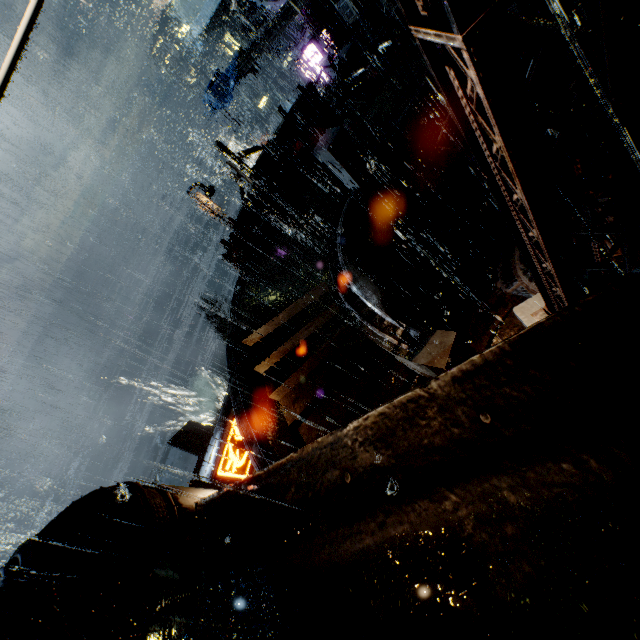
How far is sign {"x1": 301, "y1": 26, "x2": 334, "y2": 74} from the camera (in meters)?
25.02

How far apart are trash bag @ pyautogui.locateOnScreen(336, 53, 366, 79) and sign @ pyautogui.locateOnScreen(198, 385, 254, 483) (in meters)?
14.36

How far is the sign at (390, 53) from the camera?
10.9 meters

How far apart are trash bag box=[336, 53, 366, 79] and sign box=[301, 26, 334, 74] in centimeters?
1461cm

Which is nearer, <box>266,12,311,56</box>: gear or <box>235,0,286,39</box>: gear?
<box>235,0,286,39</box>: gear

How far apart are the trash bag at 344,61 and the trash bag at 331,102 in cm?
75

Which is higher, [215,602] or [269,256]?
[215,602]

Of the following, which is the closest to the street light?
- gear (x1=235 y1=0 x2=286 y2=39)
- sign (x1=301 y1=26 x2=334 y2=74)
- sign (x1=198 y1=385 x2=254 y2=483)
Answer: sign (x1=198 y1=385 x2=254 y2=483)
